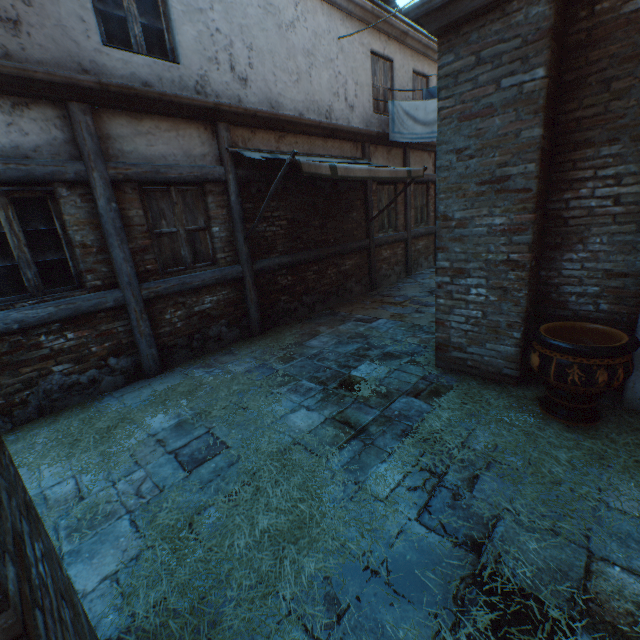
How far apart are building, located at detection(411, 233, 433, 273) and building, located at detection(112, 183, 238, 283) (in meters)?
6.31

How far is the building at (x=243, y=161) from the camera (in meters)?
5.66

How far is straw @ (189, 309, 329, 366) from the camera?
5.55m

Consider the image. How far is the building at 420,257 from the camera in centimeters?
1055cm

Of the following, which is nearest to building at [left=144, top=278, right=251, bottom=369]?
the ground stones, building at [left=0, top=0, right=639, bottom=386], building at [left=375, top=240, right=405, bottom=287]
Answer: building at [left=0, top=0, right=639, bottom=386]

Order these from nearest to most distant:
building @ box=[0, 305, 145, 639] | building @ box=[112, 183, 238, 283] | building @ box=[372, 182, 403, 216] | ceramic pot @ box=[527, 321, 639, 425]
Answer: building @ box=[0, 305, 145, 639]
ceramic pot @ box=[527, 321, 639, 425]
building @ box=[112, 183, 238, 283]
building @ box=[372, 182, 403, 216]

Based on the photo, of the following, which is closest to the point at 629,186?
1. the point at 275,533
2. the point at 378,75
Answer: the point at 275,533

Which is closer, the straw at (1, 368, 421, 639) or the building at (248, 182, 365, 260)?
the straw at (1, 368, 421, 639)
